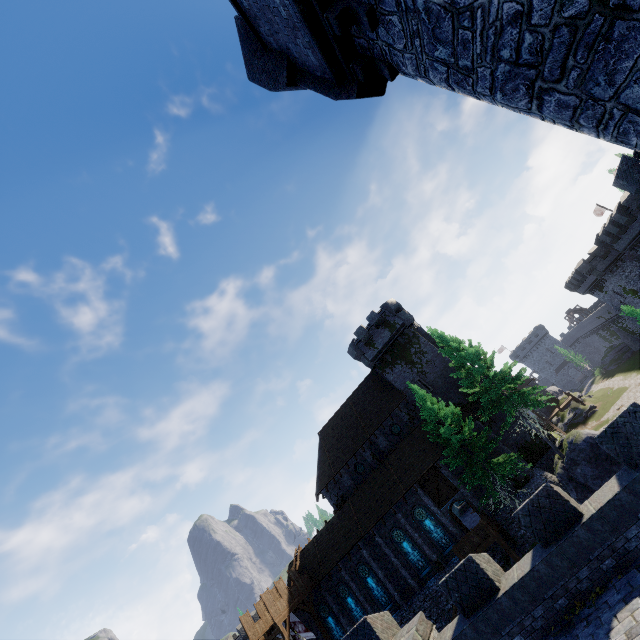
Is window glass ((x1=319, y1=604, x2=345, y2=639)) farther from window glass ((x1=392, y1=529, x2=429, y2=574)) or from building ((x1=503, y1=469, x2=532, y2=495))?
window glass ((x1=392, y1=529, x2=429, y2=574))

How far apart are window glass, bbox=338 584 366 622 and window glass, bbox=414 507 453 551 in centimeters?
951cm

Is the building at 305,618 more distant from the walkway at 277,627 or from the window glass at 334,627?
the window glass at 334,627

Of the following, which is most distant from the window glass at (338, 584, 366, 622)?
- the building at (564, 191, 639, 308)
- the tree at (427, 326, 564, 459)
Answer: the building at (564, 191, 639, 308)

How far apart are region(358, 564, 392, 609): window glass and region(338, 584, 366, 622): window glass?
1.5 meters

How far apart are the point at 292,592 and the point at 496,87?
37.0m

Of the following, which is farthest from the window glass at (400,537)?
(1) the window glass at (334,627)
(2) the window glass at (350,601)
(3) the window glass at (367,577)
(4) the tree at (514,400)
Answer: (1) the window glass at (334,627)

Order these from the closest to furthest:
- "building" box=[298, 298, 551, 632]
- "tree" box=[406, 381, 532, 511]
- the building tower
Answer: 1. the building tower
2. "tree" box=[406, 381, 532, 511]
3. "building" box=[298, 298, 551, 632]
